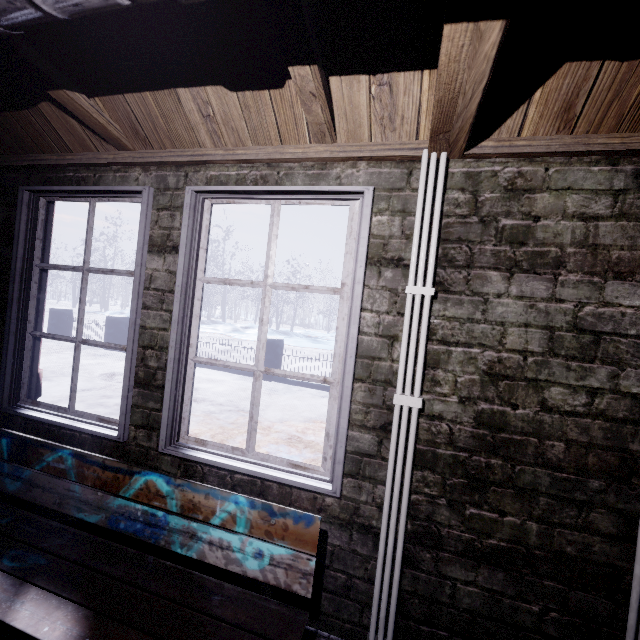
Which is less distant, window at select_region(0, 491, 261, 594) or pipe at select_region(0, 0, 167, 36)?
pipe at select_region(0, 0, 167, 36)

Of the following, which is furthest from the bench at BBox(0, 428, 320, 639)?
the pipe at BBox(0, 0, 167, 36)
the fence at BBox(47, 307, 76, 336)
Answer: the fence at BBox(47, 307, 76, 336)

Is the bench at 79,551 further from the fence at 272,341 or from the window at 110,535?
the fence at 272,341

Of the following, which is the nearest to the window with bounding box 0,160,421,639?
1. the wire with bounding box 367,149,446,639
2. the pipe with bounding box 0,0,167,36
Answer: the wire with bounding box 367,149,446,639

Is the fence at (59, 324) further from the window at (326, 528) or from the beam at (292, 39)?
the beam at (292, 39)

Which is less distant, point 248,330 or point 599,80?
point 599,80

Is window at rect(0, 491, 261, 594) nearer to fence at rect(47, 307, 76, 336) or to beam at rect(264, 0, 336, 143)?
beam at rect(264, 0, 336, 143)

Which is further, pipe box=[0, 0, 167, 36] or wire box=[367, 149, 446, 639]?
wire box=[367, 149, 446, 639]
